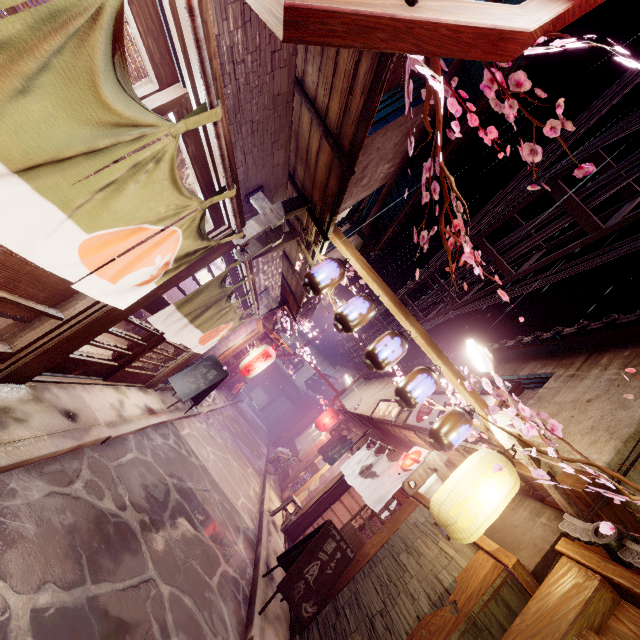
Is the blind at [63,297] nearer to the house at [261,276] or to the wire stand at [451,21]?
the house at [261,276]

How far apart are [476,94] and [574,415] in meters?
9.3

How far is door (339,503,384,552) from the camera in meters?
10.8 m

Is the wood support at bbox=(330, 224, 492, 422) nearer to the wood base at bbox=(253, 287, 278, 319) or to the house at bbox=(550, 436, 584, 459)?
the house at bbox=(550, 436, 584, 459)

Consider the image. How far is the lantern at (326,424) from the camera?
25.52m

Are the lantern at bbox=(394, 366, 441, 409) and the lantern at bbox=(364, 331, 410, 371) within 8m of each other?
yes

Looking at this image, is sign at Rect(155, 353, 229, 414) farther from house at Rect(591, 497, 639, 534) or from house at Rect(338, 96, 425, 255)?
house at Rect(591, 497, 639, 534)

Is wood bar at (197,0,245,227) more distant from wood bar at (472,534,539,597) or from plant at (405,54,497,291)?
wood bar at (472,534,539,597)
